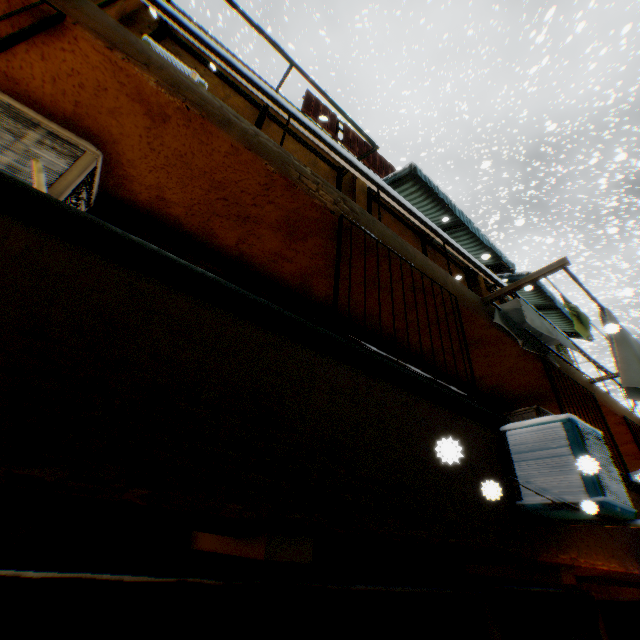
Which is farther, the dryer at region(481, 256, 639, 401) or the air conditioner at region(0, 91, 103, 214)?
the dryer at region(481, 256, 639, 401)

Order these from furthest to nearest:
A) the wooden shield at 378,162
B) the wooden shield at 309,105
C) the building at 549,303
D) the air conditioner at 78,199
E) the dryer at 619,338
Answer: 1. the building at 549,303
2. the wooden shield at 378,162
3. the wooden shield at 309,105
4. the dryer at 619,338
5. the air conditioner at 78,199

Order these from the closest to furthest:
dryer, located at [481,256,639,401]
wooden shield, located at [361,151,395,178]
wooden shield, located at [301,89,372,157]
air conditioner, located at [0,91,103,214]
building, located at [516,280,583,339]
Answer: air conditioner, located at [0,91,103,214], dryer, located at [481,256,639,401], wooden shield, located at [301,89,372,157], wooden shield, located at [361,151,395,178], building, located at [516,280,583,339]

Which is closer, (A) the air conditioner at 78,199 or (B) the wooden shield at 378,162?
(A) the air conditioner at 78,199

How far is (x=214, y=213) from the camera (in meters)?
3.77

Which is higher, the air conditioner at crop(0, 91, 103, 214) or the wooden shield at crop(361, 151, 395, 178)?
the wooden shield at crop(361, 151, 395, 178)

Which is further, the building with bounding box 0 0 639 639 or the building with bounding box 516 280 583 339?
the building with bounding box 516 280 583 339

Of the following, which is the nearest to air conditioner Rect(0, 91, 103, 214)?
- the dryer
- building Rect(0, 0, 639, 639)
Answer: building Rect(0, 0, 639, 639)
